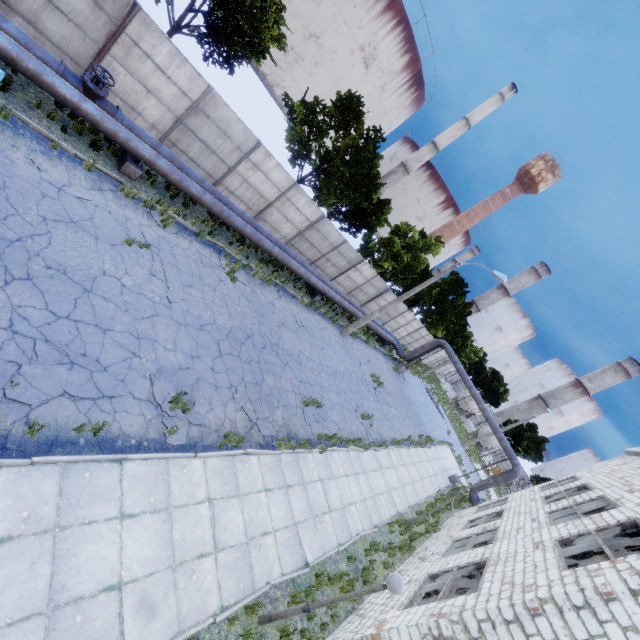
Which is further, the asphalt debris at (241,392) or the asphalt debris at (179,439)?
the asphalt debris at (241,392)

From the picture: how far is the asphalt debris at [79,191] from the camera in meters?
8.8

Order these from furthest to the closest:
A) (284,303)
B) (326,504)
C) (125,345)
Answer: (284,303) → (326,504) → (125,345)

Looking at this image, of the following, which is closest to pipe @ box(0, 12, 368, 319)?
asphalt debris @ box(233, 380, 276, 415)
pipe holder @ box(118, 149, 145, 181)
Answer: pipe holder @ box(118, 149, 145, 181)

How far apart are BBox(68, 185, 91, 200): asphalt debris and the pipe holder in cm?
236

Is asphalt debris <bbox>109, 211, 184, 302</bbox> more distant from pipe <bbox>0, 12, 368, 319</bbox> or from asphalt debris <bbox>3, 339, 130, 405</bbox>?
asphalt debris <bbox>3, 339, 130, 405</bbox>

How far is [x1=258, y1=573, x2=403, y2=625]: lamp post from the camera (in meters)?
5.76

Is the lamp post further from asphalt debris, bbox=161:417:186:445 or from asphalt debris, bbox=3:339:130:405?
asphalt debris, bbox=3:339:130:405
